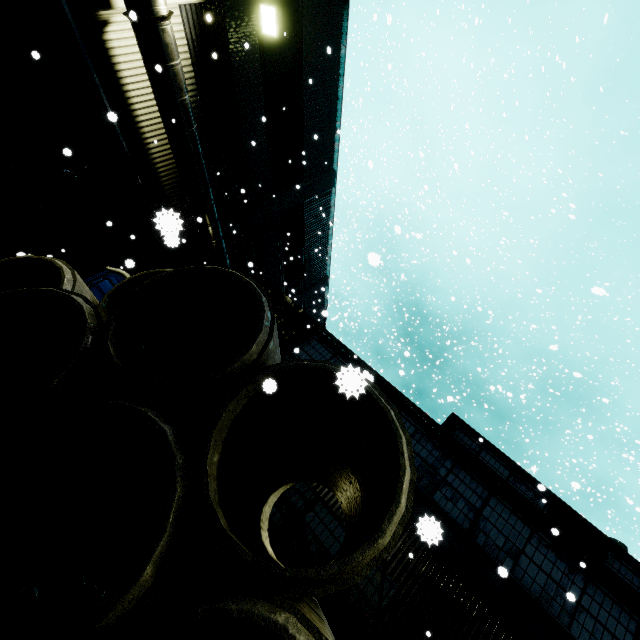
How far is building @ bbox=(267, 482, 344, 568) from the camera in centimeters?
834cm

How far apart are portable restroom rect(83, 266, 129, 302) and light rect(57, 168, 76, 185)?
3.1 meters

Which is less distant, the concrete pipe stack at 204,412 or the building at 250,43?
the concrete pipe stack at 204,412

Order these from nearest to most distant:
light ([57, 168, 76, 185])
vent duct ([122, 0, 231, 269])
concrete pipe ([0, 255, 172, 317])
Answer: concrete pipe ([0, 255, 172, 317]) < vent duct ([122, 0, 231, 269]) < light ([57, 168, 76, 185])

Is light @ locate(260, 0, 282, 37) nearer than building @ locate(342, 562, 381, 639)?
No

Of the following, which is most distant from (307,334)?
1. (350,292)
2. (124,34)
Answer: (350,292)

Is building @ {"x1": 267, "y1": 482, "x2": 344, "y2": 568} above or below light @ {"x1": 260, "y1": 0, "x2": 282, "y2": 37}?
below

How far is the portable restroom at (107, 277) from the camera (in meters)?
8.66
